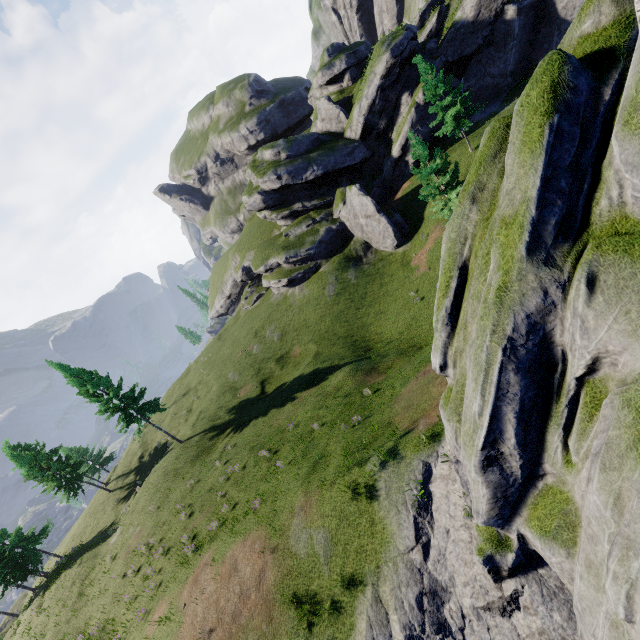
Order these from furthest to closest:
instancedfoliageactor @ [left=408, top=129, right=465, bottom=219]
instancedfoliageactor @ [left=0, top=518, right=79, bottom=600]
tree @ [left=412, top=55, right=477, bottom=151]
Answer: instancedfoliageactor @ [left=0, top=518, right=79, bottom=600] < tree @ [left=412, top=55, right=477, bottom=151] < instancedfoliageactor @ [left=408, top=129, right=465, bottom=219]

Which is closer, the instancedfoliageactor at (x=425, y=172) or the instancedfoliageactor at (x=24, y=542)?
the instancedfoliageactor at (x=425, y=172)

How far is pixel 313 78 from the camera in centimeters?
4541cm

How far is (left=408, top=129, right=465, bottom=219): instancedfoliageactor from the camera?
23.3m

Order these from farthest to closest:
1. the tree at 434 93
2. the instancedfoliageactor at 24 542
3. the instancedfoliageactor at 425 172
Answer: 1. the instancedfoliageactor at 24 542
2. the tree at 434 93
3. the instancedfoliageactor at 425 172

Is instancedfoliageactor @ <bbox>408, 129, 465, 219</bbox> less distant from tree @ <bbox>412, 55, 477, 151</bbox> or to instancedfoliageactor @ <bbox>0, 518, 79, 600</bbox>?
tree @ <bbox>412, 55, 477, 151</bbox>
